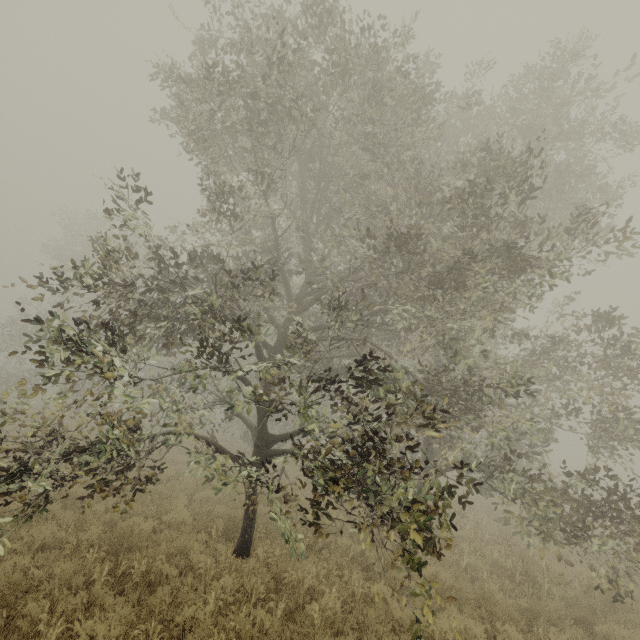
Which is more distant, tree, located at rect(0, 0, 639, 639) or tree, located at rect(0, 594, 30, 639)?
tree, located at rect(0, 0, 639, 639)

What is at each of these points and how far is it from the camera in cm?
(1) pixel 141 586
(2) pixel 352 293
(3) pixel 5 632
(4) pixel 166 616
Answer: (1) tree, 555
(2) tree, 913
(3) tree, 411
(4) tree, 473

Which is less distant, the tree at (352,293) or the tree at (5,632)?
the tree at (5,632)

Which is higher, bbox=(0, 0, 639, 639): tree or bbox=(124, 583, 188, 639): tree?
bbox=(0, 0, 639, 639): tree
